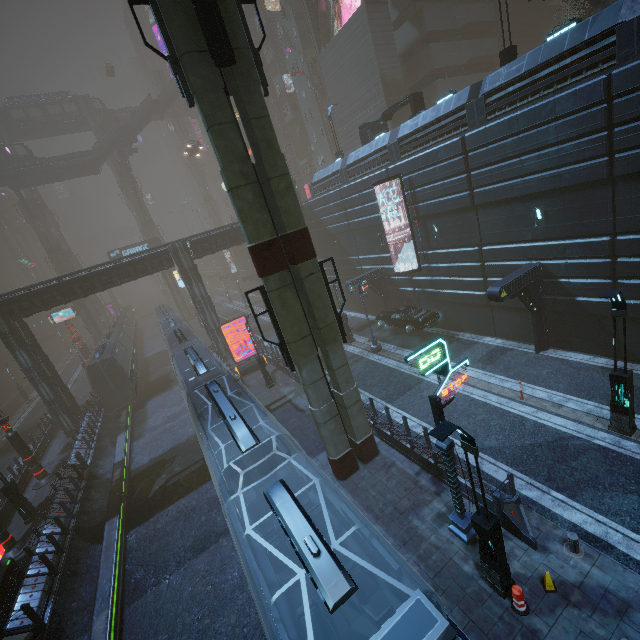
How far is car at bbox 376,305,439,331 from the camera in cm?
2236

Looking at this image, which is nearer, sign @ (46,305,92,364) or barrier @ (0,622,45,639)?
barrier @ (0,622,45,639)

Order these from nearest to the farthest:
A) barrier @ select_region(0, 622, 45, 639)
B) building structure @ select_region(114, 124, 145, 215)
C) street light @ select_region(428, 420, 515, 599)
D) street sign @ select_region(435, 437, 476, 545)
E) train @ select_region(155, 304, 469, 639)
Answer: train @ select_region(155, 304, 469, 639) → street light @ select_region(428, 420, 515, 599) → street sign @ select_region(435, 437, 476, 545) → barrier @ select_region(0, 622, 45, 639) → building structure @ select_region(114, 124, 145, 215)

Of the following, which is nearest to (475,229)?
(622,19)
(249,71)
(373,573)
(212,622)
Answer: (622,19)

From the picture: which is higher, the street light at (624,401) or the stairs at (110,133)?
the stairs at (110,133)

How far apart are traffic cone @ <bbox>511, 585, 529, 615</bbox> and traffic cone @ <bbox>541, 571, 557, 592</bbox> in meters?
0.6 m

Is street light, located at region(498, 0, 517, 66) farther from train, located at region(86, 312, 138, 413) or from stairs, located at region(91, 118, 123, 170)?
stairs, located at region(91, 118, 123, 170)

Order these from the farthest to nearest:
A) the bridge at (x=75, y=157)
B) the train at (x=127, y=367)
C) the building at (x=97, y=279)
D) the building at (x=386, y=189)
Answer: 1. the bridge at (x=75, y=157)
2. the train at (x=127, y=367)
3. the building at (x=386, y=189)
4. the building at (x=97, y=279)
